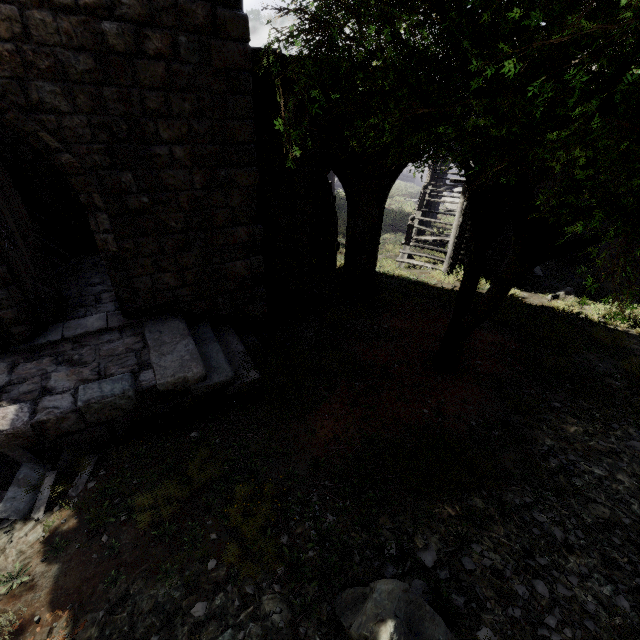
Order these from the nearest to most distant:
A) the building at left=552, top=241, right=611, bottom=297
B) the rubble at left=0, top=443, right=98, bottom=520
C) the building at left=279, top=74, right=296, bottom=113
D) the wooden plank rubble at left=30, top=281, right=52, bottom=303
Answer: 1. the rubble at left=0, top=443, right=98, bottom=520
2. the wooden plank rubble at left=30, top=281, right=52, bottom=303
3. the building at left=279, top=74, right=296, bottom=113
4. the building at left=552, top=241, right=611, bottom=297

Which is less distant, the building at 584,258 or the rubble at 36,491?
the rubble at 36,491

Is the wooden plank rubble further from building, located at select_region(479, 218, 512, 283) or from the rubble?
the rubble

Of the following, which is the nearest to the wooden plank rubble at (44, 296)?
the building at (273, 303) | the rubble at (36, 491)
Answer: the building at (273, 303)

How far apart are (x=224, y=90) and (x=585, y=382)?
9.9 meters

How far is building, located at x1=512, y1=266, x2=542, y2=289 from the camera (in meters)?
12.34

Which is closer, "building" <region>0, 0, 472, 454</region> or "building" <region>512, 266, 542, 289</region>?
"building" <region>0, 0, 472, 454</region>
